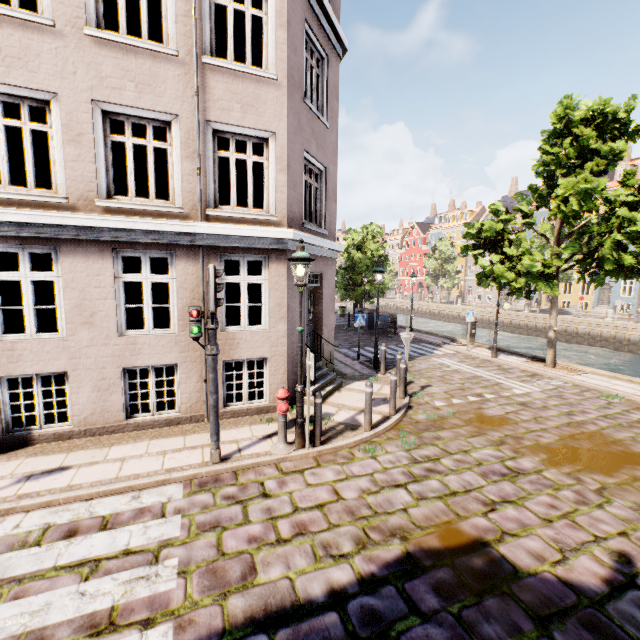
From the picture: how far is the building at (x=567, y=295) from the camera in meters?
36.7 m

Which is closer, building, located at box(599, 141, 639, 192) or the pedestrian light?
the pedestrian light

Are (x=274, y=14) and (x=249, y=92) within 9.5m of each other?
yes

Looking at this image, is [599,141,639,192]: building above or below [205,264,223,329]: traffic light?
above

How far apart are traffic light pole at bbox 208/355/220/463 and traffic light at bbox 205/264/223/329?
0.4m

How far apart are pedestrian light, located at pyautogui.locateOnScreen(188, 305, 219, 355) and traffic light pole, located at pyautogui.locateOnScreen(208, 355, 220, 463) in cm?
2

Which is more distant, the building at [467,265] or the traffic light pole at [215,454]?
the building at [467,265]

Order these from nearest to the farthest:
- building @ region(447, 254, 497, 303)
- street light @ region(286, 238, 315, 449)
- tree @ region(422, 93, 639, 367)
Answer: street light @ region(286, 238, 315, 449) → tree @ region(422, 93, 639, 367) → building @ region(447, 254, 497, 303)
